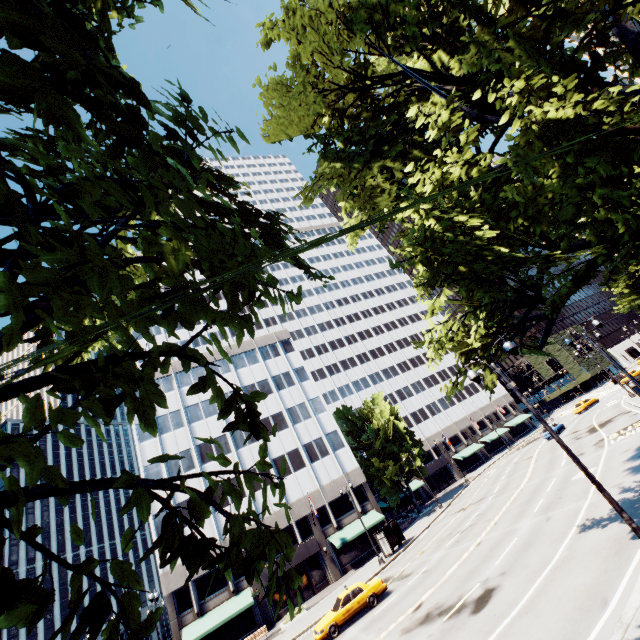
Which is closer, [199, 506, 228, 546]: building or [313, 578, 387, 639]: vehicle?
[313, 578, 387, 639]: vehicle

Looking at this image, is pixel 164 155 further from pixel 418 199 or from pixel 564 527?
pixel 564 527

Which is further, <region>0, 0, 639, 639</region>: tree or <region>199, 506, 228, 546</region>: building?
<region>199, 506, 228, 546</region>: building

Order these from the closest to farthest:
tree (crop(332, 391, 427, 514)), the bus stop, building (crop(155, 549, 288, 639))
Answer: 1. building (crop(155, 549, 288, 639))
2. the bus stop
3. tree (crop(332, 391, 427, 514))

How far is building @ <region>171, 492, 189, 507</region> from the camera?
36.3 meters

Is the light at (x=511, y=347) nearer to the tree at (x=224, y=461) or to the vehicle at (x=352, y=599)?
the tree at (x=224, y=461)

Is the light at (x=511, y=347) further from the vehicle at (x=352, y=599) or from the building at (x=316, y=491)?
the building at (x=316, y=491)

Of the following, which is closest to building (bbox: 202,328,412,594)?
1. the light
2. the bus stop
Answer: the bus stop
